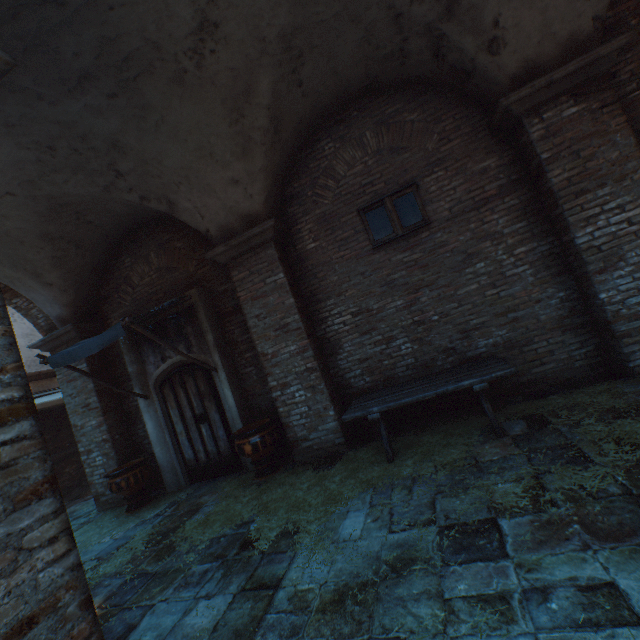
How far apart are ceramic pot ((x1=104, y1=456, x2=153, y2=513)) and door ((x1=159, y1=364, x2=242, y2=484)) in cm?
60

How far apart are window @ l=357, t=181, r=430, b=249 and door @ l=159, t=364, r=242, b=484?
4.0m

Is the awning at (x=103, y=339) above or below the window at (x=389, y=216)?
below

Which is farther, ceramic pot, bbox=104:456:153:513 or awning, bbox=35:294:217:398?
ceramic pot, bbox=104:456:153:513

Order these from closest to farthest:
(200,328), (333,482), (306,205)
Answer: (333,482) → (306,205) → (200,328)

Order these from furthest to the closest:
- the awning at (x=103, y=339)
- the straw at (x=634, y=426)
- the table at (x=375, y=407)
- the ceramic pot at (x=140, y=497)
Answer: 1. the ceramic pot at (x=140, y=497)
2. the awning at (x=103, y=339)
3. the table at (x=375, y=407)
4. the straw at (x=634, y=426)

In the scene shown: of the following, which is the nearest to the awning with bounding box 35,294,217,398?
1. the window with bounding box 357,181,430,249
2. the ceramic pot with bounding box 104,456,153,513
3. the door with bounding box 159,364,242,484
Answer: the door with bounding box 159,364,242,484

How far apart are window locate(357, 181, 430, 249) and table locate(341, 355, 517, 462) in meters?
2.2 m
